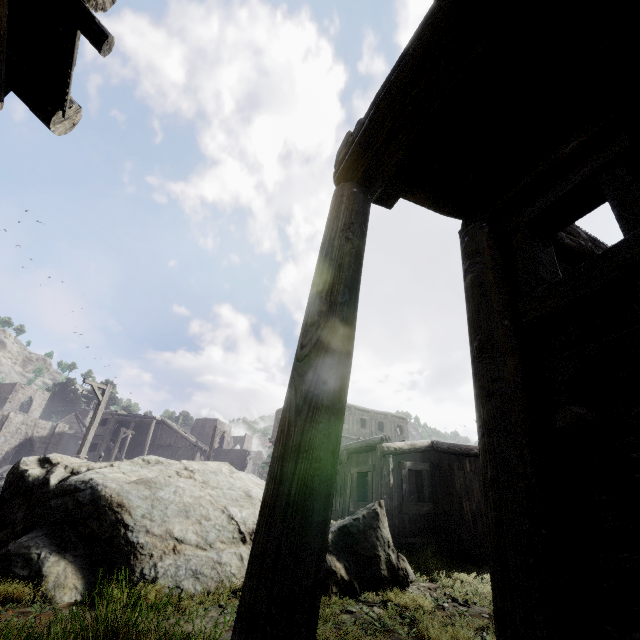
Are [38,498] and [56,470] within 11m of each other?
yes

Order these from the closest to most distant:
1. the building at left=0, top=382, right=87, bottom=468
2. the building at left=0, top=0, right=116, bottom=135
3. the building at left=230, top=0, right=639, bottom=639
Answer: the building at left=230, top=0, right=639, bottom=639, the building at left=0, top=0, right=116, bottom=135, the building at left=0, top=382, right=87, bottom=468

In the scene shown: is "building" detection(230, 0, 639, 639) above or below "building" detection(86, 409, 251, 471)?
below

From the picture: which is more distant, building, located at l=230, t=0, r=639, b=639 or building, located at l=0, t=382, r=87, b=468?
building, located at l=0, t=382, r=87, b=468

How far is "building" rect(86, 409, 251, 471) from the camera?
36.7 meters

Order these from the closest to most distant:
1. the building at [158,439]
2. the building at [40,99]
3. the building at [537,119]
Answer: the building at [537,119], the building at [40,99], the building at [158,439]

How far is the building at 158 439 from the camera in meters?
36.7
